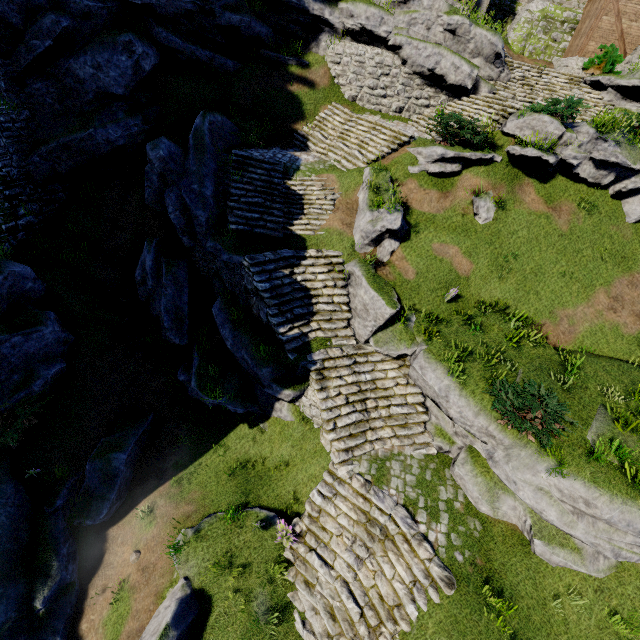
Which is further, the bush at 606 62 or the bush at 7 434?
the bush at 606 62

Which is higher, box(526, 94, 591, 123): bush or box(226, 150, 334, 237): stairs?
box(526, 94, 591, 123): bush

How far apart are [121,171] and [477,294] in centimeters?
1692cm

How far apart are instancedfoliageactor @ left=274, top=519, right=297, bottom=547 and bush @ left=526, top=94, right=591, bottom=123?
17.95m

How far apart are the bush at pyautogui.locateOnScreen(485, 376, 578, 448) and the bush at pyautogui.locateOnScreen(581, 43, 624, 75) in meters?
19.3

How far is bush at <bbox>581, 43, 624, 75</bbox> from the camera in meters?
17.4

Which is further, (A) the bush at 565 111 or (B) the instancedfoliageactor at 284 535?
(A) the bush at 565 111

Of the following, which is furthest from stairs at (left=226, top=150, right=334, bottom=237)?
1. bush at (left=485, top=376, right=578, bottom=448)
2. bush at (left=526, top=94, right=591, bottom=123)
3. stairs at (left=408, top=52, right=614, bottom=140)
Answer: bush at (left=526, top=94, right=591, bottom=123)
